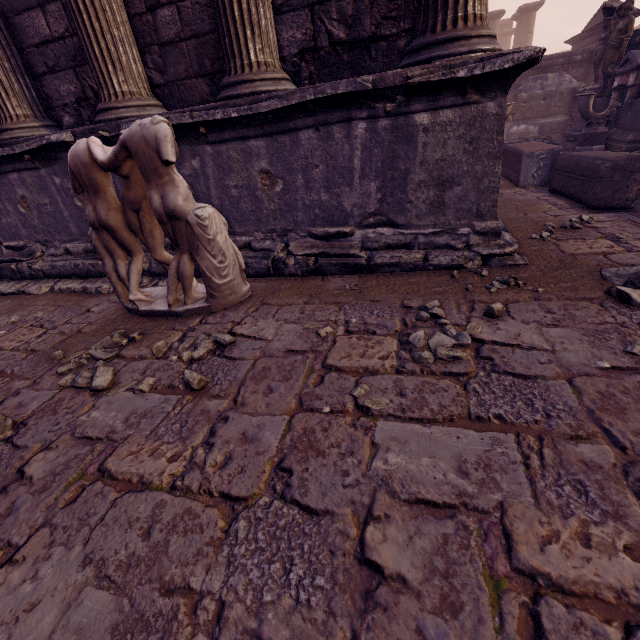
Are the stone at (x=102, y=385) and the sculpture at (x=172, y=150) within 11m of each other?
yes

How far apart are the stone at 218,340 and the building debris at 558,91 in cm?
1486

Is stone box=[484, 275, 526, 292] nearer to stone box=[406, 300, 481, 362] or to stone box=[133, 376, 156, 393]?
stone box=[406, 300, 481, 362]

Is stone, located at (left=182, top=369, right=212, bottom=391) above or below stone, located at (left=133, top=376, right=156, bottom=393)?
above

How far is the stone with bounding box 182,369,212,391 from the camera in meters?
1.6 m

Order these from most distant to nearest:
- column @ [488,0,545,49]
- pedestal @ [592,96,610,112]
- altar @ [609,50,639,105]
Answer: column @ [488,0,545,49], pedestal @ [592,96,610,112], altar @ [609,50,639,105]

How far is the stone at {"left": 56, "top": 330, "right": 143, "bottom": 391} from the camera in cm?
184

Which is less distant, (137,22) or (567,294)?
(567,294)
